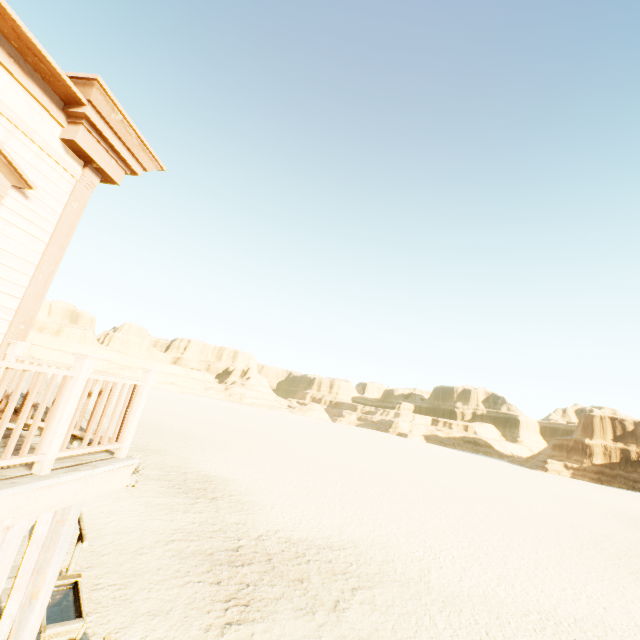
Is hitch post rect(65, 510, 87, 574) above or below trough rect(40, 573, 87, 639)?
above

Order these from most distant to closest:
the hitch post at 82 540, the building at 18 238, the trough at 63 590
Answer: the hitch post at 82 540
the trough at 63 590
the building at 18 238

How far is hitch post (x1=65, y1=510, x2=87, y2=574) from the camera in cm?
643

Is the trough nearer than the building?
No

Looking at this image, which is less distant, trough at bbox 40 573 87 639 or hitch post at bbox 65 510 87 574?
trough at bbox 40 573 87 639

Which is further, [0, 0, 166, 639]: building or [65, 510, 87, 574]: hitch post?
[65, 510, 87, 574]: hitch post

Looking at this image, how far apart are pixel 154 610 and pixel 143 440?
17.8m

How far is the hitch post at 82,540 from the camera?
6.4 meters
